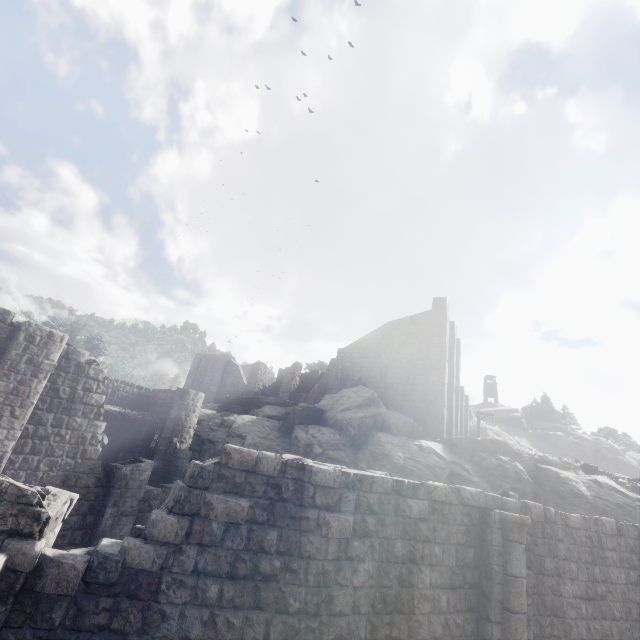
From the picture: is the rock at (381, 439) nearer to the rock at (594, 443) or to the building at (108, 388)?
the building at (108, 388)

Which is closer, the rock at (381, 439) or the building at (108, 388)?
the building at (108, 388)

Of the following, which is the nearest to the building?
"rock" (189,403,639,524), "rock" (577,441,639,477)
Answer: "rock" (189,403,639,524)

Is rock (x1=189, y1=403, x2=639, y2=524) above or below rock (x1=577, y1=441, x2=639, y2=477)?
below

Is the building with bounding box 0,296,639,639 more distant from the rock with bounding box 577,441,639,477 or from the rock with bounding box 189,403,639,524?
the rock with bounding box 577,441,639,477

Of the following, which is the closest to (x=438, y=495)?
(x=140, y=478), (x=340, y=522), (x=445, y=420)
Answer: (x=340, y=522)

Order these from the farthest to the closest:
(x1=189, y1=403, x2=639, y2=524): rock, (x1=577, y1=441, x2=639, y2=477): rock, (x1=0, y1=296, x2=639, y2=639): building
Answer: (x1=577, y1=441, x2=639, y2=477): rock
(x1=189, y1=403, x2=639, y2=524): rock
(x1=0, y1=296, x2=639, y2=639): building
